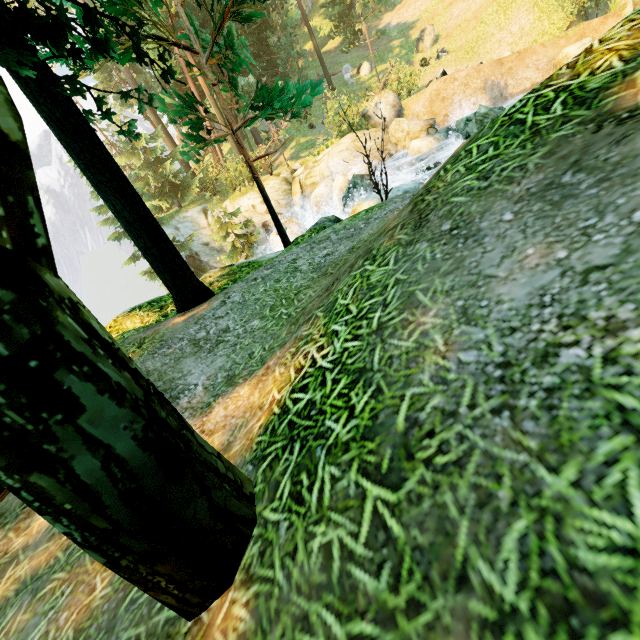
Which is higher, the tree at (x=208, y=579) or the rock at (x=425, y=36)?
the rock at (x=425, y=36)

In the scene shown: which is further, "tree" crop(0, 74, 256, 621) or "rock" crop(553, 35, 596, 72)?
"rock" crop(553, 35, 596, 72)

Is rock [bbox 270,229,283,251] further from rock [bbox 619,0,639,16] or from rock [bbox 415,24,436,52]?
rock [bbox 415,24,436,52]

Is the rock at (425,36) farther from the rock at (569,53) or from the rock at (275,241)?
the rock at (569,53)

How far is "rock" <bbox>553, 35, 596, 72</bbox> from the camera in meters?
16.2 m

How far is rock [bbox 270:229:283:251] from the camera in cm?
1880

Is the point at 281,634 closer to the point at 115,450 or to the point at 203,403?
the point at 115,450
